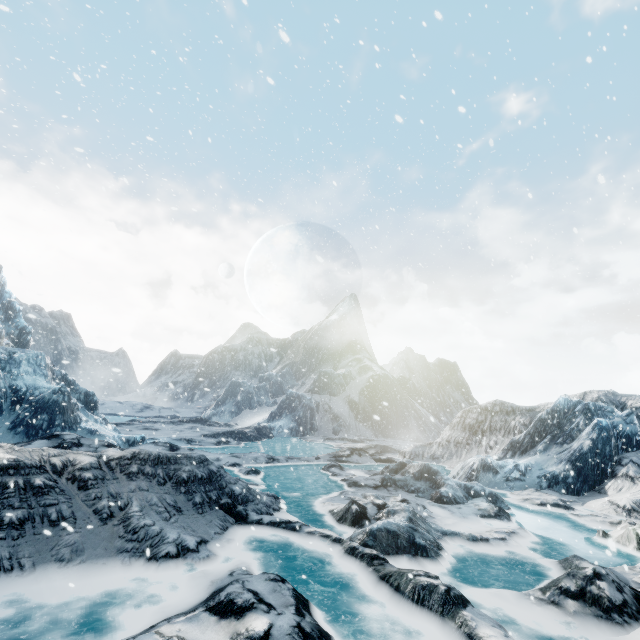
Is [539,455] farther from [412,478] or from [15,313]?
[15,313]
